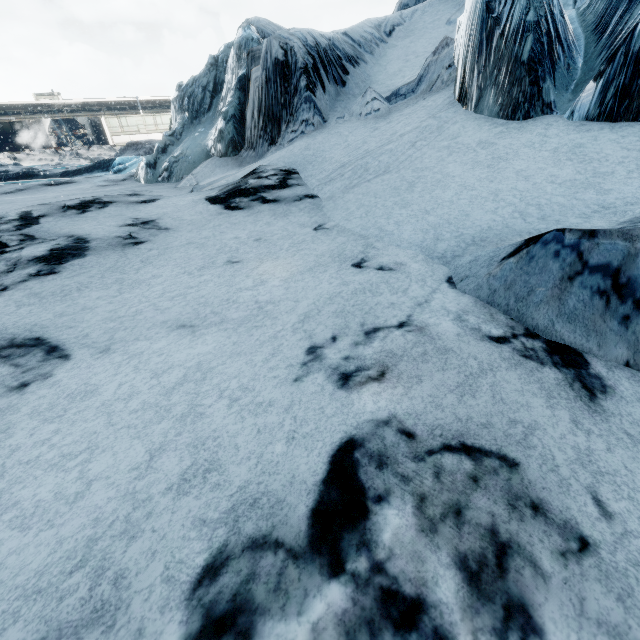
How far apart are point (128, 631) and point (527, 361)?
1.80m
